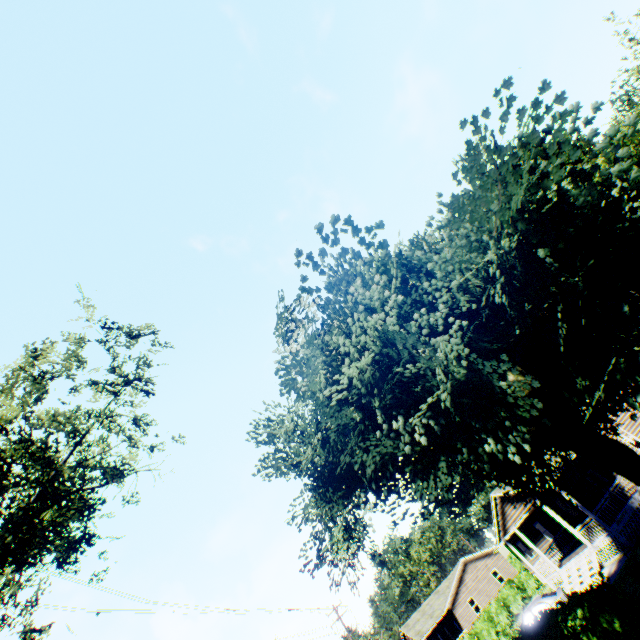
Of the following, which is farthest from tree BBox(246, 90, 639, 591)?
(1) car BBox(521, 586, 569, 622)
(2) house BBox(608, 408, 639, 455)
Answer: (1) car BBox(521, 586, 569, 622)

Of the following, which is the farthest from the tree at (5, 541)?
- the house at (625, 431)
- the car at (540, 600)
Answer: the car at (540, 600)

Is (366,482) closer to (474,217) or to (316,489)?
(316,489)

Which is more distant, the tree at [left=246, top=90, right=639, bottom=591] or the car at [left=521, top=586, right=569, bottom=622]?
the car at [left=521, top=586, right=569, bottom=622]

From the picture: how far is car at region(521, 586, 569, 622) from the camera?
17.69m

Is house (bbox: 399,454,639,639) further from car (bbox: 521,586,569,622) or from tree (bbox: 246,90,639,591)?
tree (bbox: 246,90,639,591)
